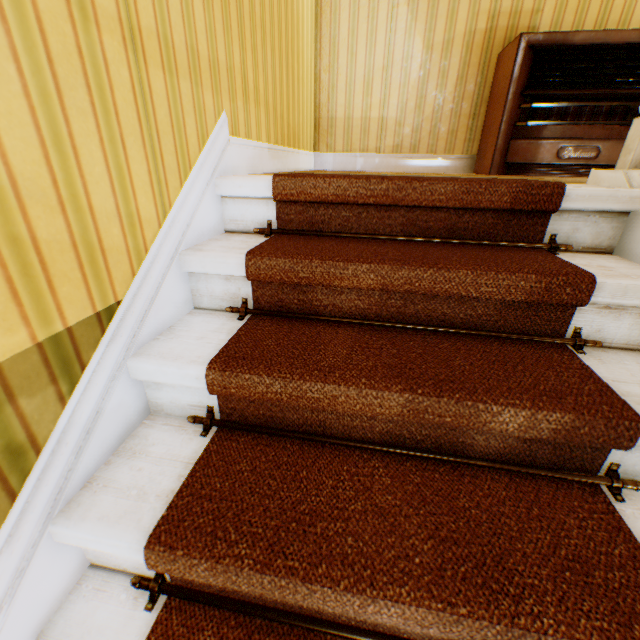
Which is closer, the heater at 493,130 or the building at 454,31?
the building at 454,31

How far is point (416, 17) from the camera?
2.7m

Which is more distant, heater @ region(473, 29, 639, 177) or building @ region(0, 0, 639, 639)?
heater @ region(473, 29, 639, 177)
